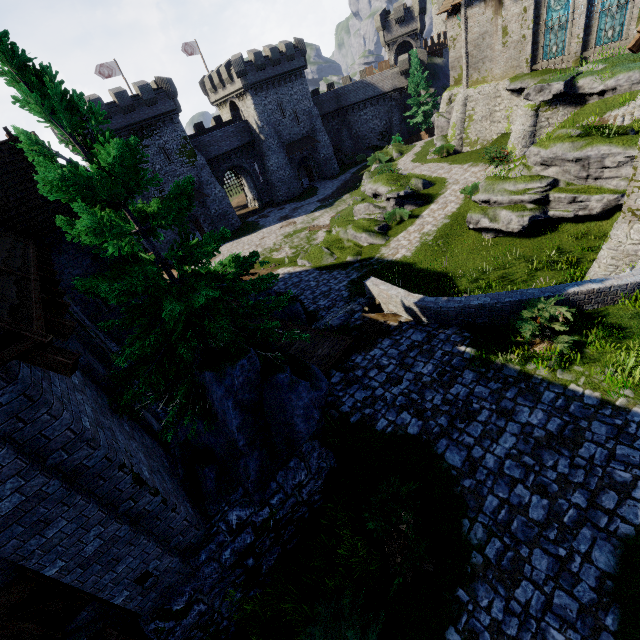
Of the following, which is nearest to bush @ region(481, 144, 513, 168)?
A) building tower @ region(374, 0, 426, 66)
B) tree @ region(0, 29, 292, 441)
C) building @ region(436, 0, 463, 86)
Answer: building @ region(436, 0, 463, 86)

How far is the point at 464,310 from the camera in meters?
10.0

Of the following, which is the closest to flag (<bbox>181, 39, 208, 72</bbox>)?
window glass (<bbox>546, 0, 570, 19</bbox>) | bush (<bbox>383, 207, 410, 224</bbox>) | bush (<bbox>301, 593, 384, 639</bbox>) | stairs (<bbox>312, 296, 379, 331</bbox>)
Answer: bush (<bbox>383, 207, 410, 224</bbox>)

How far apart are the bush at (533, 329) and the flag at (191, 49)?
53.24m

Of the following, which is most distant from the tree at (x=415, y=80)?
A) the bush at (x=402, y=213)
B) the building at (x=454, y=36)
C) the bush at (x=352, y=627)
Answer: the bush at (x=352, y=627)

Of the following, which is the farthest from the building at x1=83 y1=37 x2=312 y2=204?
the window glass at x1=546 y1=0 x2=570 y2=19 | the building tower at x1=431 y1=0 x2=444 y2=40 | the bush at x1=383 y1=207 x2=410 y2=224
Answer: the building tower at x1=431 y1=0 x2=444 y2=40

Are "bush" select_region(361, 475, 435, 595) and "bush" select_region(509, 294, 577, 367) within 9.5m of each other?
yes

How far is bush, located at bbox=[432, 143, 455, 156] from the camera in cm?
2847
